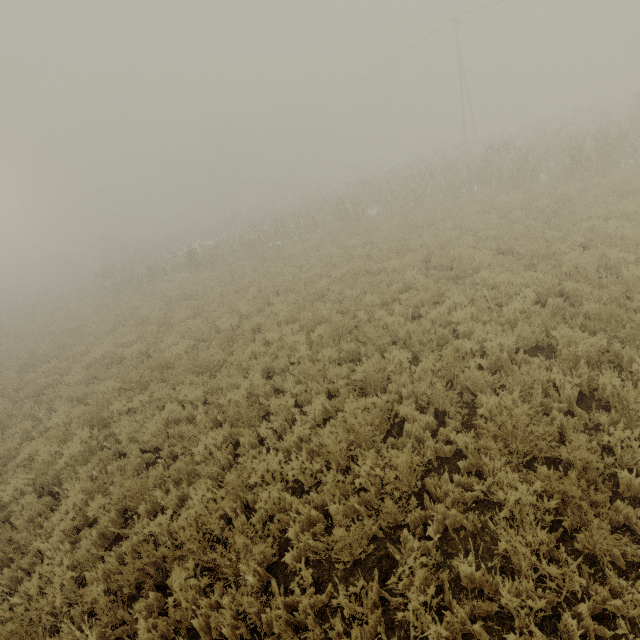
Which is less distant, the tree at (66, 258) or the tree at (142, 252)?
the tree at (142, 252)

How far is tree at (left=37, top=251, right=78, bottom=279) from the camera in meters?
47.1

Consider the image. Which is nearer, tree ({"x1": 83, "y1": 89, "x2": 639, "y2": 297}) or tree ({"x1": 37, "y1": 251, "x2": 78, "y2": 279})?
tree ({"x1": 83, "y1": 89, "x2": 639, "y2": 297})

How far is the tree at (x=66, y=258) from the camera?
47.1m

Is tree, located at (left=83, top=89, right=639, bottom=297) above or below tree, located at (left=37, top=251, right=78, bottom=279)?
below

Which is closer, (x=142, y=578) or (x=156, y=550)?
(x=142, y=578)
